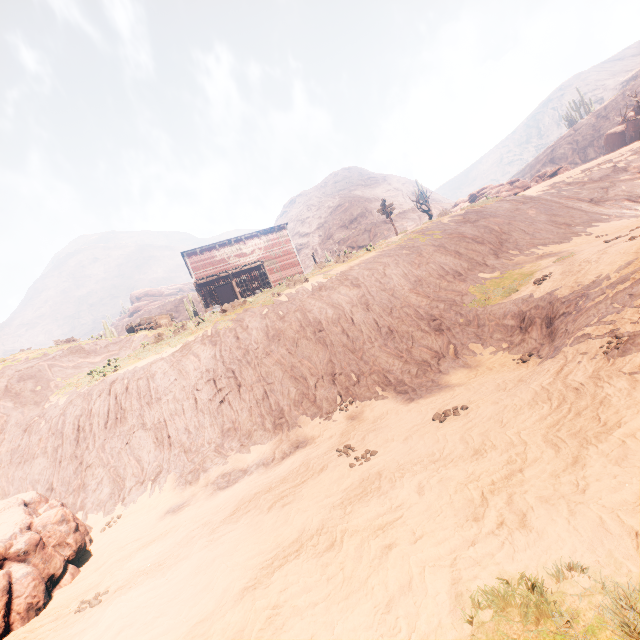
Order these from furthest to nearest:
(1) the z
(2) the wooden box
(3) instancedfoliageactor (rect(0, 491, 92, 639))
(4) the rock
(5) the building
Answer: (5) the building < (2) the wooden box < (4) the rock < (3) instancedfoliageactor (rect(0, 491, 92, 639)) < (1) the z

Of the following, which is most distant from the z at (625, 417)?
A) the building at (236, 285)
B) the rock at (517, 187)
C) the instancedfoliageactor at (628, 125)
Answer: the instancedfoliageactor at (628, 125)

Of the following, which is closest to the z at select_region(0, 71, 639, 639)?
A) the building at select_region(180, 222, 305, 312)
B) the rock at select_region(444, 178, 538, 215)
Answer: the building at select_region(180, 222, 305, 312)

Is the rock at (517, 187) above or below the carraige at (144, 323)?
above

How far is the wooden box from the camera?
23.3m

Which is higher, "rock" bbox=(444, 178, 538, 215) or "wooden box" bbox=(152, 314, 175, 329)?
"rock" bbox=(444, 178, 538, 215)

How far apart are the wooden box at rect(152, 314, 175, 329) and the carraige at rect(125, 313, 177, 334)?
0.0m

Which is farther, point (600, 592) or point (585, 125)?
point (585, 125)
